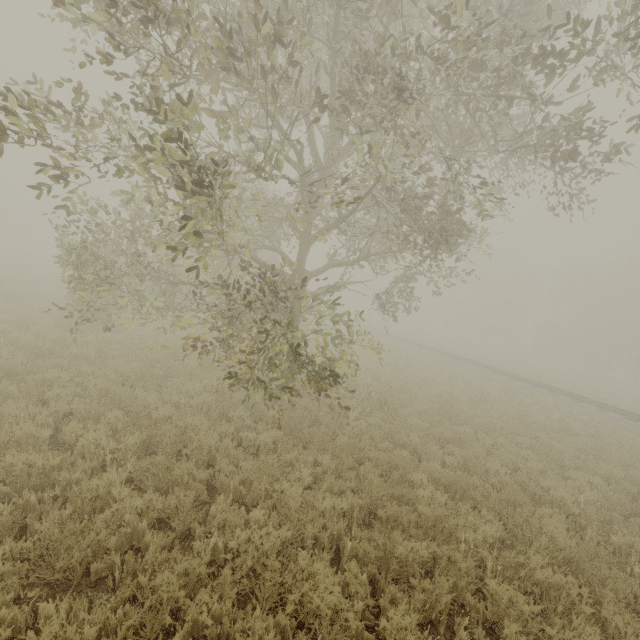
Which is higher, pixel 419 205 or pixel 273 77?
pixel 273 77
